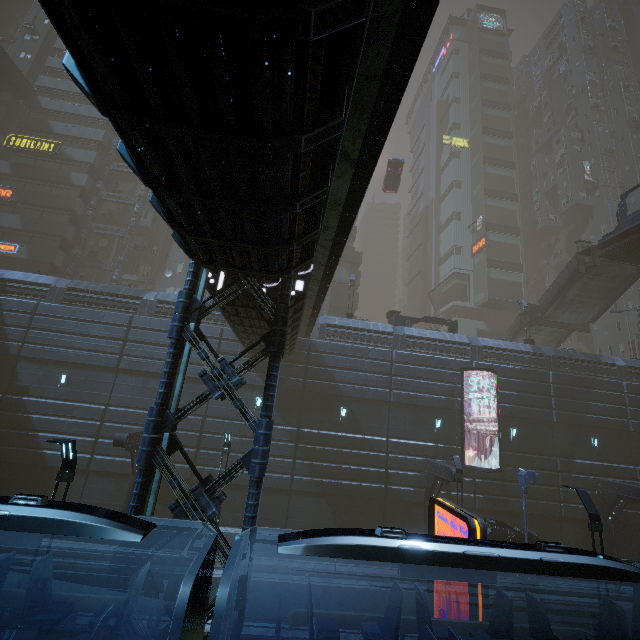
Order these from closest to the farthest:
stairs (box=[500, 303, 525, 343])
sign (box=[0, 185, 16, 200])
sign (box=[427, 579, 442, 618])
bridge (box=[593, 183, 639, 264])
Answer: sign (box=[427, 579, 442, 618]) → bridge (box=[593, 183, 639, 264]) → stairs (box=[500, 303, 525, 343]) → sign (box=[0, 185, 16, 200])

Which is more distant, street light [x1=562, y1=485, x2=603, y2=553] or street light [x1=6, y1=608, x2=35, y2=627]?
street light [x1=562, y1=485, x2=603, y2=553]

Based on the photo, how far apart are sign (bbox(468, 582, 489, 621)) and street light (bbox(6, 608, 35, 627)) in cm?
956

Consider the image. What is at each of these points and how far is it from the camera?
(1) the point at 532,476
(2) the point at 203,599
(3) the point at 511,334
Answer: (1) street sign, 16.2 meters
(2) train, 5.0 meters
(3) stairs, 32.6 meters

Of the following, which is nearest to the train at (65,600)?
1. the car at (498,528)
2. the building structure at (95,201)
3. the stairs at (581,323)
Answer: the car at (498,528)

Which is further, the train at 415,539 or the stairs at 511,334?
the stairs at 511,334

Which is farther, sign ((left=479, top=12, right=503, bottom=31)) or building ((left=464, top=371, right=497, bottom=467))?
sign ((left=479, top=12, right=503, bottom=31))
